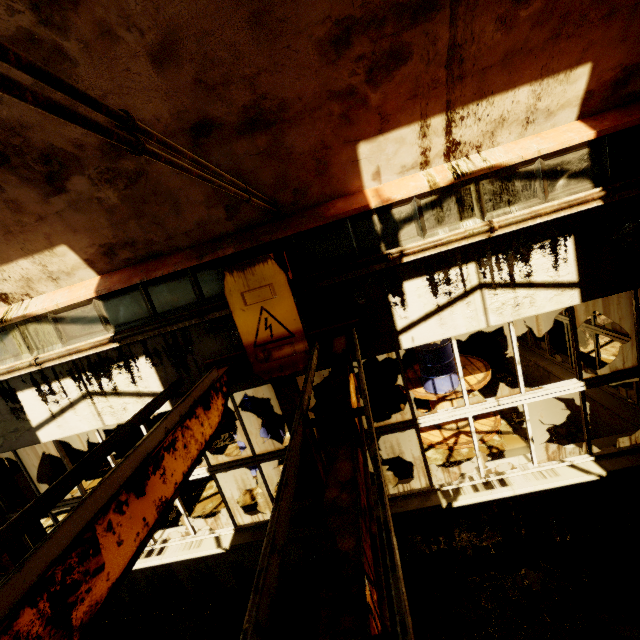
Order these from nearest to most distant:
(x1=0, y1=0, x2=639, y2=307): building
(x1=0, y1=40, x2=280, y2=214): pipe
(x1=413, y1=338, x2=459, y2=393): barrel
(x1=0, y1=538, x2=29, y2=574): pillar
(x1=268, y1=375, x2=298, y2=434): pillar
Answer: (x1=0, y1=40, x2=280, y2=214): pipe
(x1=0, y1=0, x2=639, y2=307): building
(x1=268, y1=375, x2=298, y2=434): pillar
(x1=0, y1=538, x2=29, y2=574): pillar
(x1=413, y1=338, x2=459, y2=393): barrel

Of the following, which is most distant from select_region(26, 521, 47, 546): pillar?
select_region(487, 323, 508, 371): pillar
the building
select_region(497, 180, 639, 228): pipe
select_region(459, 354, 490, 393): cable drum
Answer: select_region(487, 323, 508, 371): pillar

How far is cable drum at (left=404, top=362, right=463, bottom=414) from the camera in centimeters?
621cm

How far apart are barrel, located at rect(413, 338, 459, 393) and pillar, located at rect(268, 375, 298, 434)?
2.7m

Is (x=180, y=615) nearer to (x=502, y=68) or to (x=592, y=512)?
(x=592, y=512)

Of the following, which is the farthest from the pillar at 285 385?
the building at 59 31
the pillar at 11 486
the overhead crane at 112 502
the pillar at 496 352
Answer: the pillar at 496 352

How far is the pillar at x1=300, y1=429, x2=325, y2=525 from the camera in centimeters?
408cm

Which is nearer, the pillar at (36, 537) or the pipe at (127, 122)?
the pipe at (127, 122)
